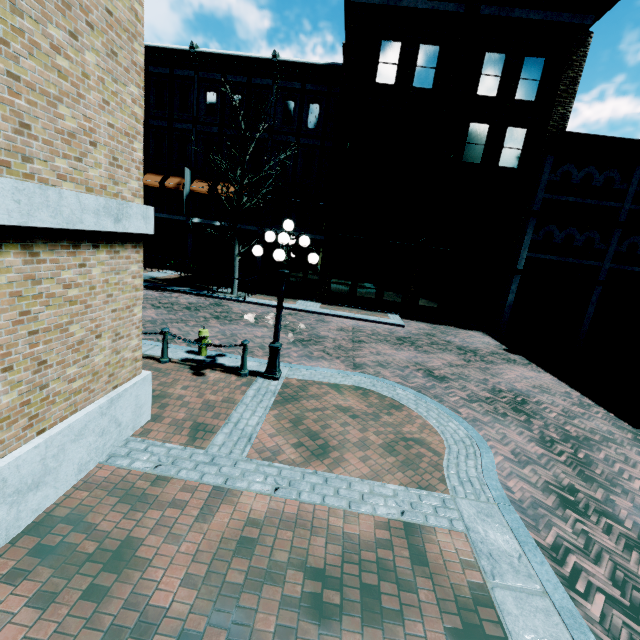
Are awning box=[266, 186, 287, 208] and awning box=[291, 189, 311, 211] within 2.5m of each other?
yes

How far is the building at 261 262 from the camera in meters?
22.1

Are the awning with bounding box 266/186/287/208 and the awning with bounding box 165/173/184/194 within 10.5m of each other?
yes

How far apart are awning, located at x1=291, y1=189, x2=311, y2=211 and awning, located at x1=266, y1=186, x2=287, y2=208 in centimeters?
46cm

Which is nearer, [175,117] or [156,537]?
[156,537]

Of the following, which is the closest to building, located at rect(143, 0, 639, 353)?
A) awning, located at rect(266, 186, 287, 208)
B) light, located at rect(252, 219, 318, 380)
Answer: awning, located at rect(266, 186, 287, 208)

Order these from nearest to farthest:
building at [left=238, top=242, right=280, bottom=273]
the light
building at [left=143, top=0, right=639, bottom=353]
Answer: the light → building at [left=143, top=0, right=639, bottom=353] → building at [left=238, top=242, right=280, bottom=273]

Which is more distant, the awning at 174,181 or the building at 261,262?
the building at 261,262
